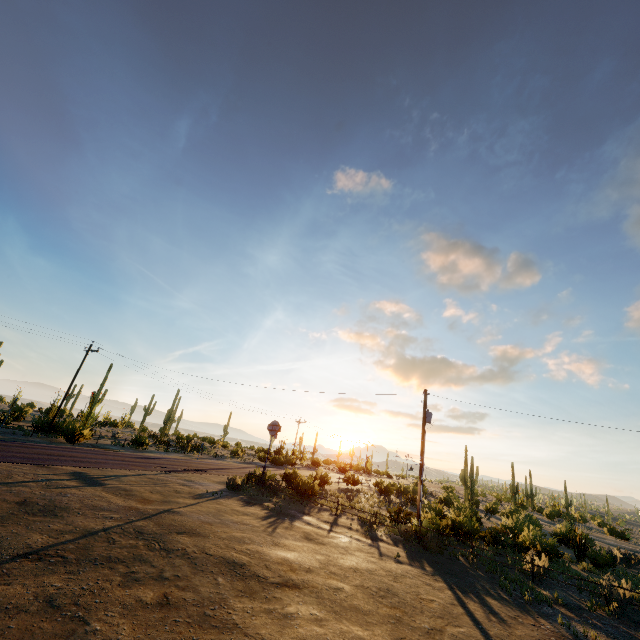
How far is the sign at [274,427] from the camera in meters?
24.5 m

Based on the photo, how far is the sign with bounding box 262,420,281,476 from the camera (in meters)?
24.52

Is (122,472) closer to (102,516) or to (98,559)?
(102,516)
